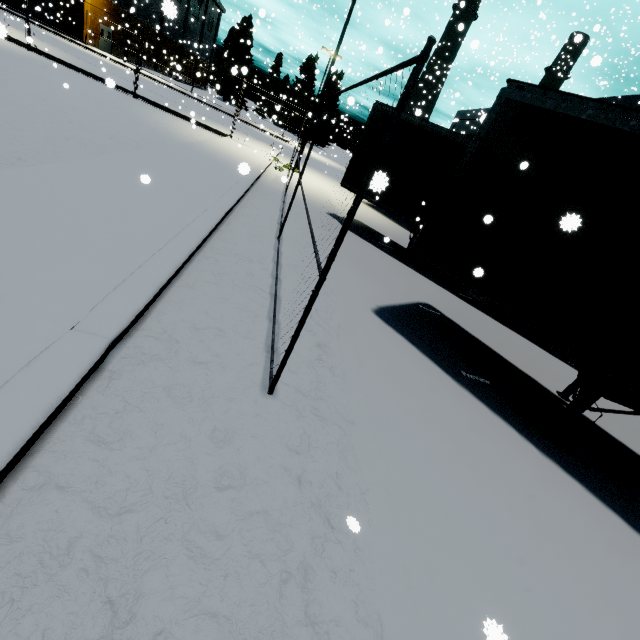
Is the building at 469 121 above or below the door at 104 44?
above

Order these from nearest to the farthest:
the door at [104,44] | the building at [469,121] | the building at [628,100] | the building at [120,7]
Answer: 1. the building at [628,100]
2. the building at [469,121]
3. the building at [120,7]
4. the door at [104,44]

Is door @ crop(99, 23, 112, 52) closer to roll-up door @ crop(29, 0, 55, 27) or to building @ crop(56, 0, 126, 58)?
building @ crop(56, 0, 126, 58)

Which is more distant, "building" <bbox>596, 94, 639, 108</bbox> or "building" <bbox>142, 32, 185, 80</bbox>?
"building" <bbox>142, 32, 185, 80</bbox>

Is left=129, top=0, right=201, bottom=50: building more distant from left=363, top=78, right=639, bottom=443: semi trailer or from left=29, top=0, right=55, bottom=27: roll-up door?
left=363, top=78, right=639, bottom=443: semi trailer

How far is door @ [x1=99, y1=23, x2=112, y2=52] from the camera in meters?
37.1 m

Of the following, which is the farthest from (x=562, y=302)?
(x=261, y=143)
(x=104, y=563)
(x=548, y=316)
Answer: (x=261, y=143)
